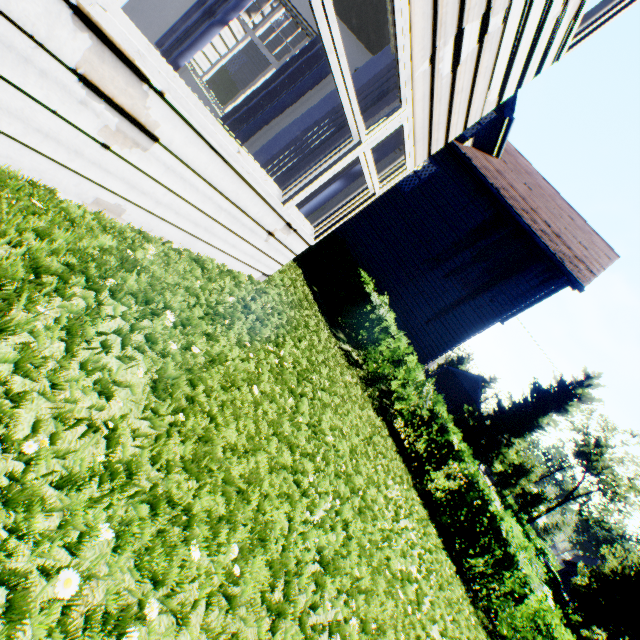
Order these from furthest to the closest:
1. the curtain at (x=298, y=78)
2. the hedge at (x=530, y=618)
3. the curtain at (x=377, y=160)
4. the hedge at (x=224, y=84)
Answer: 1. the hedge at (x=224, y=84)
2. the hedge at (x=530, y=618)
3. the curtain at (x=298, y=78)
4. the curtain at (x=377, y=160)

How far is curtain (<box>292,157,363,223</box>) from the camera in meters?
3.9 m

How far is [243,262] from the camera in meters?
3.8 m

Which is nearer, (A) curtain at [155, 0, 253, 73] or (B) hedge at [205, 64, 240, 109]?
(A) curtain at [155, 0, 253, 73]

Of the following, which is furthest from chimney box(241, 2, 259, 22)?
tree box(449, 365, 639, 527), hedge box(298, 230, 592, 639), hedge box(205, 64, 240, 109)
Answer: tree box(449, 365, 639, 527)

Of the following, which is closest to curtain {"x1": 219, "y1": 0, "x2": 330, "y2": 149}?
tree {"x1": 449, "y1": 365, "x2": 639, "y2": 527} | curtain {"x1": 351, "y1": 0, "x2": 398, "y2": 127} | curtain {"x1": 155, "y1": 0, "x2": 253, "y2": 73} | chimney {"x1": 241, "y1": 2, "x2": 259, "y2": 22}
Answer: curtain {"x1": 155, "y1": 0, "x2": 253, "y2": 73}

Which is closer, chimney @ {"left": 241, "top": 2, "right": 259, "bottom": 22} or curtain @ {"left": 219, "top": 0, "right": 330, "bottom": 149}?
curtain @ {"left": 219, "top": 0, "right": 330, "bottom": 149}

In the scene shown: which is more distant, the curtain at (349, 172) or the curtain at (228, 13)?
the curtain at (228, 13)
